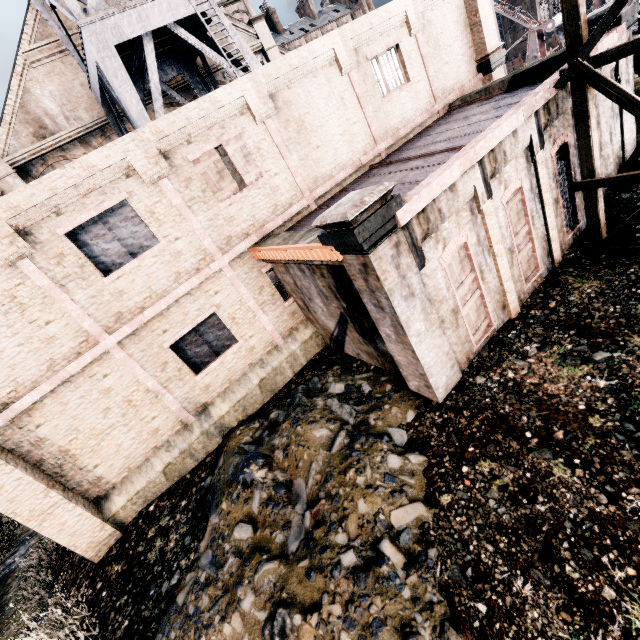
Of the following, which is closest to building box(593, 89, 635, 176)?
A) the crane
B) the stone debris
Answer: the stone debris

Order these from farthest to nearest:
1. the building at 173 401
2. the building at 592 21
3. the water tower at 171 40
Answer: the water tower at 171 40, the building at 592 21, the building at 173 401

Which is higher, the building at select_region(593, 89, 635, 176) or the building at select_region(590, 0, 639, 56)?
the building at select_region(590, 0, 639, 56)

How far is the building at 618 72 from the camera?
11.0m

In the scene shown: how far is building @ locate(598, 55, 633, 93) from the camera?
10.96m

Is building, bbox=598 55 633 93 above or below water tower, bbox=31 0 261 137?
below

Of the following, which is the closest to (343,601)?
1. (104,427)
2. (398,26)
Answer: (104,427)

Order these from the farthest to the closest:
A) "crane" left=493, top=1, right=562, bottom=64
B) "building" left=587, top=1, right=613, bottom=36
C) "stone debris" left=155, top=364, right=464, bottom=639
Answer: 1. "crane" left=493, top=1, right=562, bottom=64
2. "building" left=587, top=1, right=613, bottom=36
3. "stone debris" left=155, top=364, right=464, bottom=639
